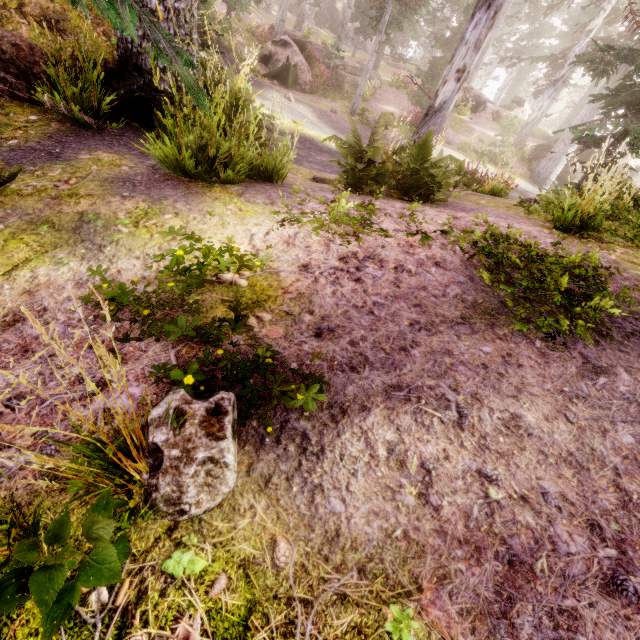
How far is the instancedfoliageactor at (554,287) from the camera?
2.6m

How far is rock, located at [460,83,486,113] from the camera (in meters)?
25.53

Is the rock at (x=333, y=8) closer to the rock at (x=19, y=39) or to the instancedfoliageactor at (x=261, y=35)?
the instancedfoliageactor at (x=261, y=35)

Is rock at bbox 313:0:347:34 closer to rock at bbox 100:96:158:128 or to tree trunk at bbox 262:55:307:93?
rock at bbox 100:96:158:128

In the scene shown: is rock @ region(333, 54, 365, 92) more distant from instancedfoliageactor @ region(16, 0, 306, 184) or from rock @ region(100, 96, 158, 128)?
rock @ region(100, 96, 158, 128)

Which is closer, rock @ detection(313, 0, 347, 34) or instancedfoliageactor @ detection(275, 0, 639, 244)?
instancedfoliageactor @ detection(275, 0, 639, 244)

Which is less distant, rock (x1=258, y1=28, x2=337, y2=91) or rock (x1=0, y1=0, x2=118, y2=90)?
rock (x1=0, y1=0, x2=118, y2=90)

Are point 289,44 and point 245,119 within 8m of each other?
no
